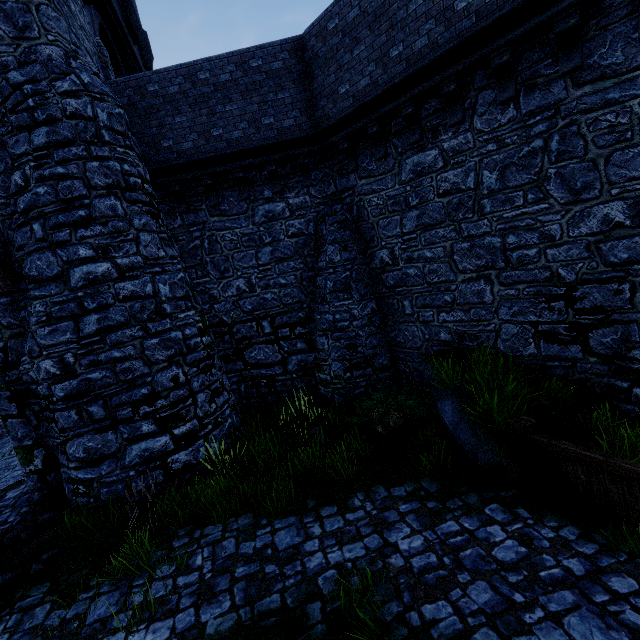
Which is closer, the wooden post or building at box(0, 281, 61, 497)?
the wooden post

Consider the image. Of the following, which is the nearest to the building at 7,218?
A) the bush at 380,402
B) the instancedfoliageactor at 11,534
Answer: the instancedfoliageactor at 11,534

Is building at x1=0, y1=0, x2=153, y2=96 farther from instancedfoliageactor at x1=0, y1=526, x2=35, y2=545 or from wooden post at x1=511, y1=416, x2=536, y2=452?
wooden post at x1=511, y1=416, x2=536, y2=452

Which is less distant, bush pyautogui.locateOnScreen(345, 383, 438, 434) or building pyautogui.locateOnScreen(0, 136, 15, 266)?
building pyautogui.locateOnScreen(0, 136, 15, 266)

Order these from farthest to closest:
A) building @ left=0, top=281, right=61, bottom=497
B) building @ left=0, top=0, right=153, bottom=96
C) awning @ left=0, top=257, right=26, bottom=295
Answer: building @ left=0, top=281, right=61, bottom=497
building @ left=0, top=0, right=153, bottom=96
awning @ left=0, top=257, right=26, bottom=295

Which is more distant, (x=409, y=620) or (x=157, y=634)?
(x=157, y=634)

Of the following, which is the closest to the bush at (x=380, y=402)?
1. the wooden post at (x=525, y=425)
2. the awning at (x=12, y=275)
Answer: the wooden post at (x=525, y=425)

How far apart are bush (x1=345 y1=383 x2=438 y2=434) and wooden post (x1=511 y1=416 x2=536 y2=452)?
2.0m
